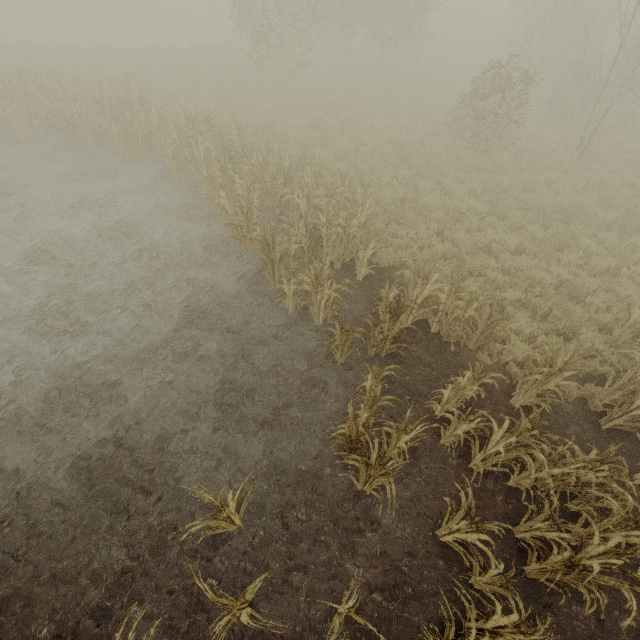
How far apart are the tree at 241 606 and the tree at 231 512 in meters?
0.6 m

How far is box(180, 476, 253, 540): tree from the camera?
3.62m

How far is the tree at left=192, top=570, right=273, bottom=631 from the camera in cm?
319

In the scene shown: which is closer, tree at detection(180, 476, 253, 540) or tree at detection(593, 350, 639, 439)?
tree at detection(180, 476, 253, 540)

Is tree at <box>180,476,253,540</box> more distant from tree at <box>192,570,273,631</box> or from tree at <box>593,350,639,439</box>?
tree at <box>593,350,639,439</box>

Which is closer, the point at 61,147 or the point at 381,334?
the point at 381,334

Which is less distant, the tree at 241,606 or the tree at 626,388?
the tree at 241,606
